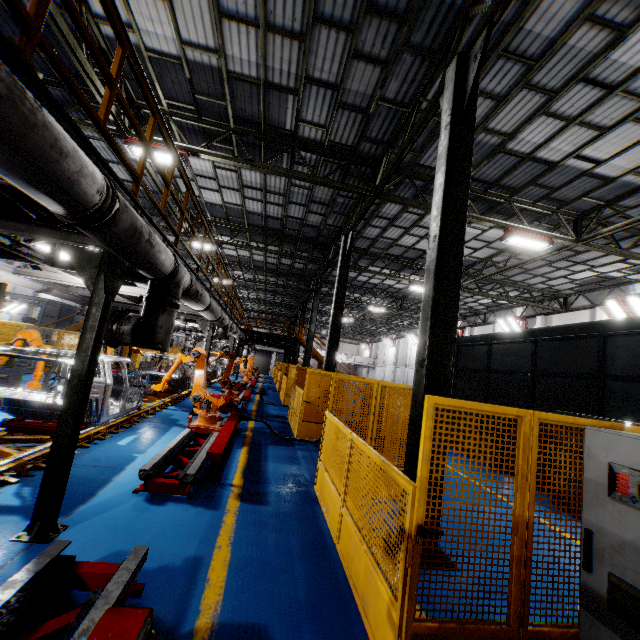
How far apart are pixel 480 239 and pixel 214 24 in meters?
12.6

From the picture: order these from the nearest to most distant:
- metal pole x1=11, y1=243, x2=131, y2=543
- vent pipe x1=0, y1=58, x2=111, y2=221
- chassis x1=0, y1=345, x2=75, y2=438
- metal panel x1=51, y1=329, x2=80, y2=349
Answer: vent pipe x1=0, y1=58, x2=111, y2=221
metal pole x1=11, y1=243, x2=131, y2=543
chassis x1=0, y1=345, x2=75, y2=438
metal panel x1=51, y1=329, x2=80, y2=349

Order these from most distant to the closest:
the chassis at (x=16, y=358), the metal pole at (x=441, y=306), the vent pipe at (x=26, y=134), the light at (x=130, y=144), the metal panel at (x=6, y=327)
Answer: the metal panel at (x=6, y=327) → the light at (x=130, y=144) → the chassis at (x=16, y=358) → the metal pole at (x=441, y=306) → the vent pipe at (x=26, y=134)

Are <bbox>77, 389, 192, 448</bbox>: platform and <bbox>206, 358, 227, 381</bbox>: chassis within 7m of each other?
yes

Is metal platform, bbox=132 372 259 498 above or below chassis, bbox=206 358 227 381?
below

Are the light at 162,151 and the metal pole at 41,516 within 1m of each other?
no

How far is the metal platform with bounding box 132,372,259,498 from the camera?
5.02m

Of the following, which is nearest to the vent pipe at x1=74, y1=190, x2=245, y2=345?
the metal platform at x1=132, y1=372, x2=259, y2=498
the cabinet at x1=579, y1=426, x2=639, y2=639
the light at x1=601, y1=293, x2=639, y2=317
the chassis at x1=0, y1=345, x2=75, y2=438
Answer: the chassis at x1=0, y1=345, x2=75, y2=438
